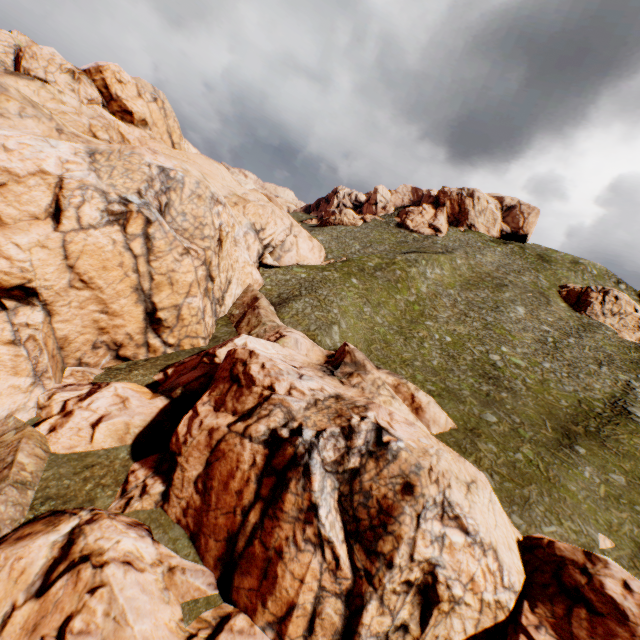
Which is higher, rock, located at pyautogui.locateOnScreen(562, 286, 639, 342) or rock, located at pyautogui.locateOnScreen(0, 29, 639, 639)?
rock, located at pyautogui.locateOnScreen(562, 286, 639, 342)

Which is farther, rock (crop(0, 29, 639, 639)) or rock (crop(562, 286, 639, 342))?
rock (crop(562, 286, 639, 342))

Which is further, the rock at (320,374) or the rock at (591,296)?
the rock at (591,296)

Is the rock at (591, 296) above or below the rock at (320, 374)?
above

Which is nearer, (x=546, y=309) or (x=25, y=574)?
(x=25, y=574)
